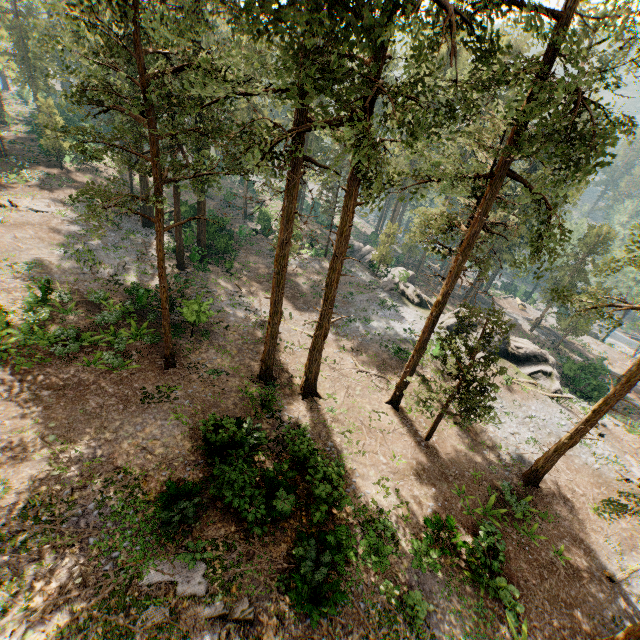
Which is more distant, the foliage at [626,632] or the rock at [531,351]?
the rock at [531,351]

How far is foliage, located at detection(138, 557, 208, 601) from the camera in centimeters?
1004cm

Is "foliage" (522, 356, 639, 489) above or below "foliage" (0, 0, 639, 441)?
below

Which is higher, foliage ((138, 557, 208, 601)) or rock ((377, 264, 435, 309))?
foliage ((138, 557, 208, 601))

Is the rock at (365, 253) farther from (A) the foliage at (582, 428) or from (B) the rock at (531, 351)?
(A) the foliage at (582, 428)

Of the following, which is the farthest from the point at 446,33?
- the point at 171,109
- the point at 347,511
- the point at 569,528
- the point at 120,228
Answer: the point at 120,228

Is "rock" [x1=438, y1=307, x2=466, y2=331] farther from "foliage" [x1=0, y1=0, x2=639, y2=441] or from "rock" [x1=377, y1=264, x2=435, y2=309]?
"foliage" [x1=0, y1=0, x2=639, y2=441]

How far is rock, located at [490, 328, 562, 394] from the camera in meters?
29.2
